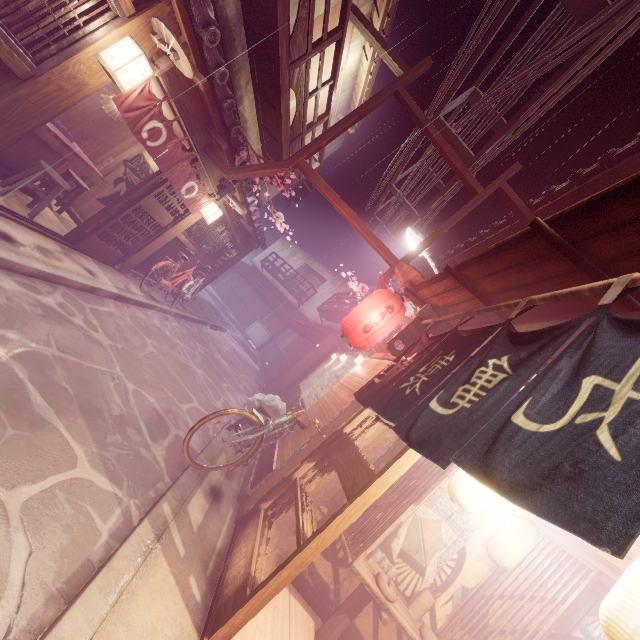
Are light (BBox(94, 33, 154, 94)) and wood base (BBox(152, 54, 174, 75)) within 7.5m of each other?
yes

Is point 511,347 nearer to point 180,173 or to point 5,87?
point 5,87

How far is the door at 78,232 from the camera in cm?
1037

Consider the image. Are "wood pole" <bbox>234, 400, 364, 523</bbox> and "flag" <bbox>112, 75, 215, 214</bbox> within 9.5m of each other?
yes

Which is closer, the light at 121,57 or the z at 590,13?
the light at 121,57

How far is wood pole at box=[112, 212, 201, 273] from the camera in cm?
Result: 1284

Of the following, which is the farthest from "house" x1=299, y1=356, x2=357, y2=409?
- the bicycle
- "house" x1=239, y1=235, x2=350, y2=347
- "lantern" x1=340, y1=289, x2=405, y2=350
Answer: "house" x1=239, y1=235, x2=350, y2=347

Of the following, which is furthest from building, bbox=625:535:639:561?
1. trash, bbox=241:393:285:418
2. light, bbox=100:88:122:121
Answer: light, bbox=100:88:122:121
